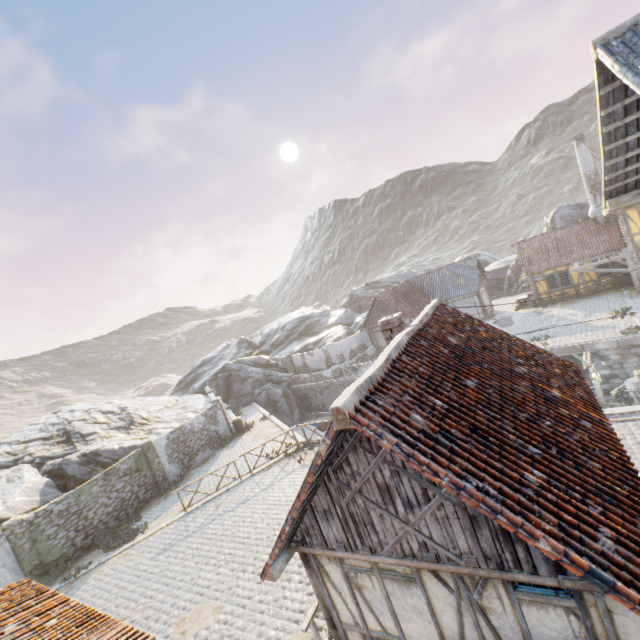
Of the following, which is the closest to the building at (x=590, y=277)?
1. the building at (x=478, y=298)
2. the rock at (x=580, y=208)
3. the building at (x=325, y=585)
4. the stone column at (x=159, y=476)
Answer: the rock at (x=580, y=208)

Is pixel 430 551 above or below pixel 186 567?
above

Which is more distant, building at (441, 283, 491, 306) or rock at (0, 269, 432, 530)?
building at (441, 283, 491, 306)

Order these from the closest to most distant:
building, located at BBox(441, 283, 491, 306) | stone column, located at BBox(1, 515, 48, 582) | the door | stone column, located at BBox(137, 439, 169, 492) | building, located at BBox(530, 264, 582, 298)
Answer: stone column, located at BBox(1, 515, 48, 582), stone column, located at BBox(137, 439, 169, 492), the door, building, located at BBox(530, 264, 582, 298), building, located at BBox(441, 283, 491, 306)

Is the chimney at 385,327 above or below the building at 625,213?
above

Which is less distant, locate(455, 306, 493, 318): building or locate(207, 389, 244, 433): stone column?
locate(207, 389, 244, 433): stone column

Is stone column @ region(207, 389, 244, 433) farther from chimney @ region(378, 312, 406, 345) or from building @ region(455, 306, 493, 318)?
chimney @ region(378, 312, 406, 345)

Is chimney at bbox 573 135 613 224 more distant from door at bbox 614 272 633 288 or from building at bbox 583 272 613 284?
door at bbox 614 272 633 288
